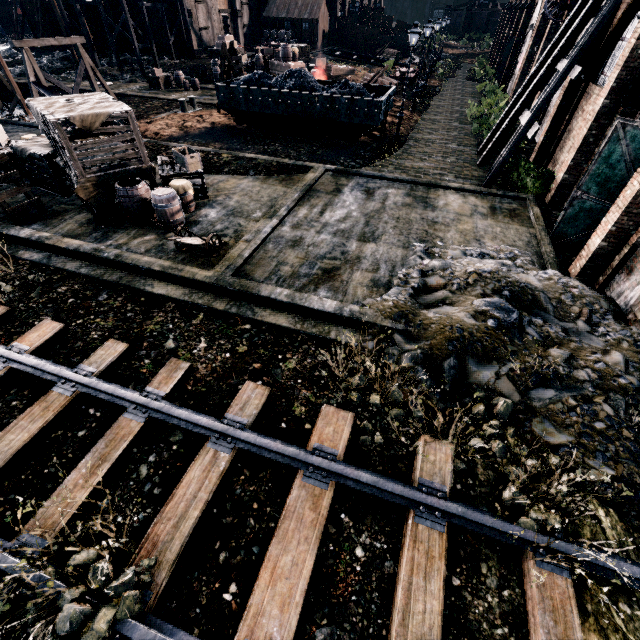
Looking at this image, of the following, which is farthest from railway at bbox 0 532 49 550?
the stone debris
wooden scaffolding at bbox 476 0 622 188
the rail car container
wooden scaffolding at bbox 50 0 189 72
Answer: wooden scaffolding at bbox 50 0 189 72

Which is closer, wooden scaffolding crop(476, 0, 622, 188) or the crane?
wooden scaffolding crop(476, 0, 622, 188)

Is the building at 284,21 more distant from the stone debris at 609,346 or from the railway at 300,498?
the stone debris at 609,346

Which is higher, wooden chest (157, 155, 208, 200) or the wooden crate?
the wooden crate

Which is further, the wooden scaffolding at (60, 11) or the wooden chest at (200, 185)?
the wooden scaffolding at (60, 11)

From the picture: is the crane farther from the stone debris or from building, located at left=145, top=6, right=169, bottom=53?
building, located at left=145, top=6, right=169, bottom=53

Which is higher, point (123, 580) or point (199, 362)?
point (123, 580)

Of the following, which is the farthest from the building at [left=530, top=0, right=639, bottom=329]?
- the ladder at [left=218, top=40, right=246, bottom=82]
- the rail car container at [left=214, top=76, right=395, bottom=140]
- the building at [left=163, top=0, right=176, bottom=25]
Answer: the building at [left=163, top=0, right=176, bottom=25]
